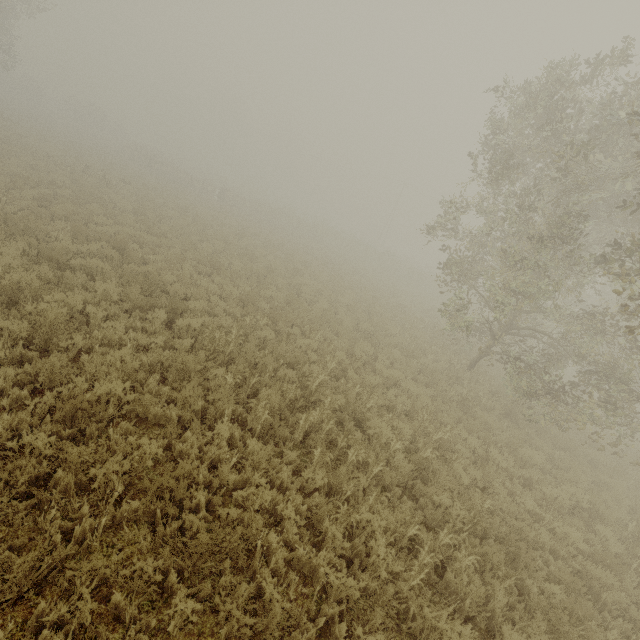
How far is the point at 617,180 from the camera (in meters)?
9.42

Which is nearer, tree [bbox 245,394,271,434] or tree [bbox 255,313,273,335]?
tree [bbox 245,394,271,434]

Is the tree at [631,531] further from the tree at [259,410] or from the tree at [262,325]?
the tree at [259,410]

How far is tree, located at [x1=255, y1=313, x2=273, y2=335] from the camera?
9.6 meters

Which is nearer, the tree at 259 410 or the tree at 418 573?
the tree at 418 573

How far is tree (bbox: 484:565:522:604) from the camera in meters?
4.9 m

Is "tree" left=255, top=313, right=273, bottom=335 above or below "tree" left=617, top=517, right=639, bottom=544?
below

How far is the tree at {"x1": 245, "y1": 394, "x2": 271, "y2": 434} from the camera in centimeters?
610cm
